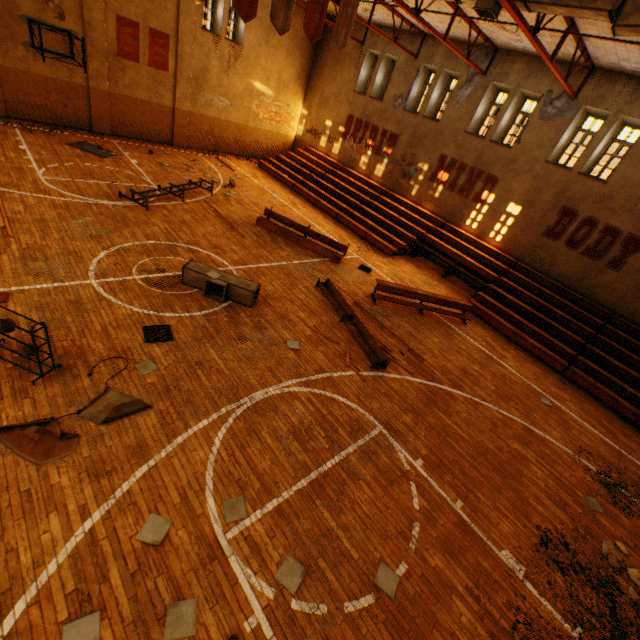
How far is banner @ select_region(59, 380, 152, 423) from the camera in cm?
517

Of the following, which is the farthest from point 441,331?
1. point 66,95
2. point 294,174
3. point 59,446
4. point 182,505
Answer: point 66,95

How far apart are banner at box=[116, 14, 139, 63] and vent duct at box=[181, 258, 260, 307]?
14.13m

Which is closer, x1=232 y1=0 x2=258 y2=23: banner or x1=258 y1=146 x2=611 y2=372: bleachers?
x1=232 y1=0 x2=258 y2=23: banner

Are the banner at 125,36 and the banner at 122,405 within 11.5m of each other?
Answer: no

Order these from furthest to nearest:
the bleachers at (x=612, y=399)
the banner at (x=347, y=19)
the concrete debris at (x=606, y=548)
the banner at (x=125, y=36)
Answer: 1. the banner at (x=125, y=36)
2. the bleachers at (x=612, y=399)
3. the banner at (x=347, y=19)
4. the concrete debris at (x=606, y=548)

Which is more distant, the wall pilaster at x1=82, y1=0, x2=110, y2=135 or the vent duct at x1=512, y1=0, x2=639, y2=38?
the wall pilaster at x1=82, y1=0, x2=110, y2=135

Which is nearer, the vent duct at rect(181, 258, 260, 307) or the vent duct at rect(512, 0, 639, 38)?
the vent duct at rect(512, 0, 639, 38)
